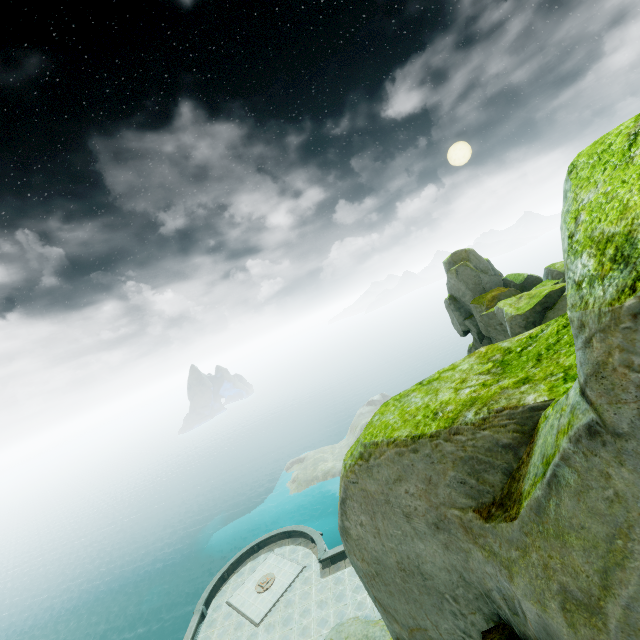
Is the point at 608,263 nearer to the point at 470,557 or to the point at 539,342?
the point at 539,342
